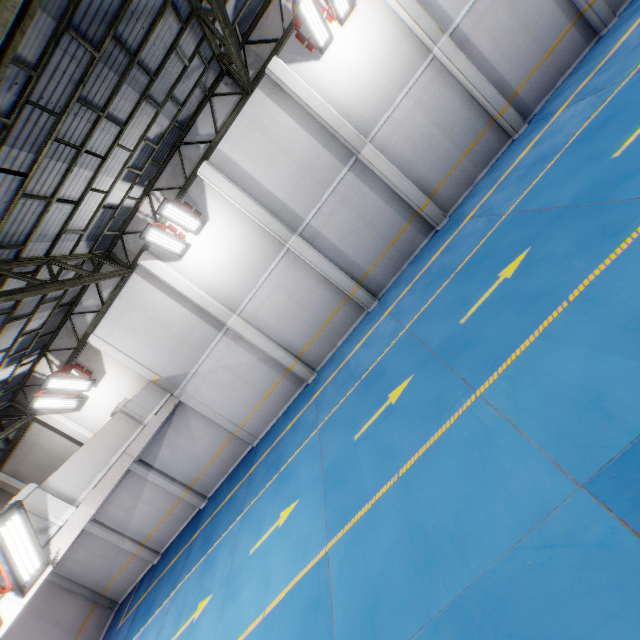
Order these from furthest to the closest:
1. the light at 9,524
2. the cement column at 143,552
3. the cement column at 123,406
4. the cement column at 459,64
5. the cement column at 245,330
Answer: the cement column at 143,552 < the cement column at 245,330 < the cement column at 123,406 < the cement column at 459,64 < the light at 9,524

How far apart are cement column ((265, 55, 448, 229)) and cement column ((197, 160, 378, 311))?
3.3 meters

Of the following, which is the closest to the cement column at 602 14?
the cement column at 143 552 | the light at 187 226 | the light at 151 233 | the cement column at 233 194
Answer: the cement column at 233 194

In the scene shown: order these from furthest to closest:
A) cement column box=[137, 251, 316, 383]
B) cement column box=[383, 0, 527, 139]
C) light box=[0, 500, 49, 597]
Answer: cement column box=[137, 251, 316, 383]
cement column box=[383, 0, 527, 139]
light box=[0, 500, 49, 597]

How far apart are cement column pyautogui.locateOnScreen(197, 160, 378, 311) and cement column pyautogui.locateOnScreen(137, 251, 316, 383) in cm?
322

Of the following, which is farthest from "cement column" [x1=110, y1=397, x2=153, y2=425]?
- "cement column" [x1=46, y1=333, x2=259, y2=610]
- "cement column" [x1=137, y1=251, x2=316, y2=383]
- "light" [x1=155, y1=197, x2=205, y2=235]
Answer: "light" [x1=155, y1=197, x2=205, y2=235]

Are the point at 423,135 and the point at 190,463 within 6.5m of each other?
A: no

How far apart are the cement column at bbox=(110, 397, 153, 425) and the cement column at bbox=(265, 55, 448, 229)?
11.7 meters
